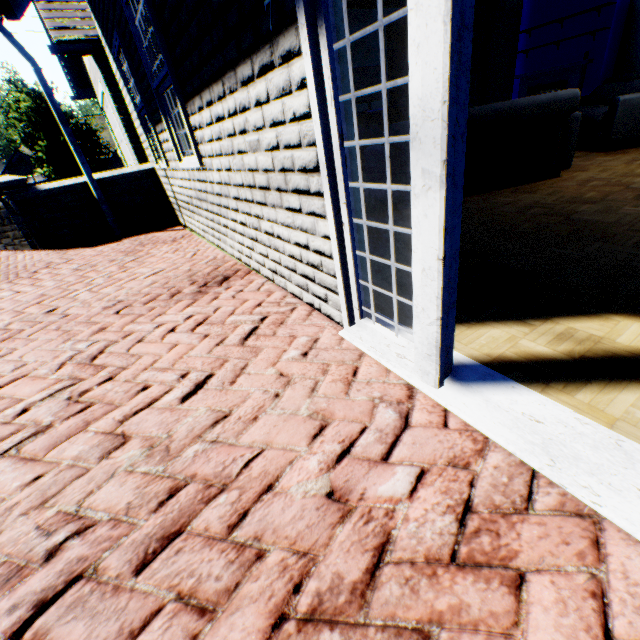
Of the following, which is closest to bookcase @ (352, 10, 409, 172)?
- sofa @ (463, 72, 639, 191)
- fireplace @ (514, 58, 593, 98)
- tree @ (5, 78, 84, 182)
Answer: fireplace @ (514, 58, 593, 98)

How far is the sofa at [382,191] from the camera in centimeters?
381cm

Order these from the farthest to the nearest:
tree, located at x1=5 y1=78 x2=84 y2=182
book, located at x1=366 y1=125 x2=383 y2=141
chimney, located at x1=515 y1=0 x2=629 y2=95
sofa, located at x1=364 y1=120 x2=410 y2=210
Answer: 1. tree, located at x1=5 y1=78 x2=84 y2=182
2. book, located at x1=366 y1=125 x2=383 y2=141
3. chimney, located at x1=515 y1=0 x2=629 y2=95
4. sofa, located at x1=364 y1=120 x2=410 y2=210

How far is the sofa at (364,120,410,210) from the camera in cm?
381

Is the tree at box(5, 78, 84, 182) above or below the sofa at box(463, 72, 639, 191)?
above

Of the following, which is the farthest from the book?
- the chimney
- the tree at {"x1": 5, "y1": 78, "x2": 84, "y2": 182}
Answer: the tree at {"x1": 5, "y1": 78, "x2": 84, "y2": 182}

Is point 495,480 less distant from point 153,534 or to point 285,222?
point 153,534

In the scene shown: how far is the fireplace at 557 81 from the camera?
7.4m
